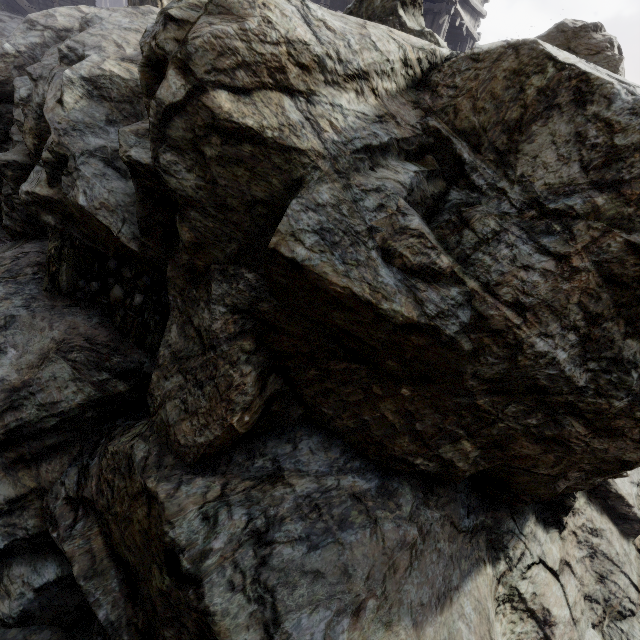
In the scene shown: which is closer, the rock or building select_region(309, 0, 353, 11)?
the rock

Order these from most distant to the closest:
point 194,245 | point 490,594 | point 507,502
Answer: point 507,502, point 490,594, point 194,245

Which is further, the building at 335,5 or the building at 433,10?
the building at 335,5

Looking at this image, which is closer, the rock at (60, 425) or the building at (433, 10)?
the rock at (60, 425)

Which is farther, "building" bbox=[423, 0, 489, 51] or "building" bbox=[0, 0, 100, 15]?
"building" bbox=[0, 0, 100, 15]

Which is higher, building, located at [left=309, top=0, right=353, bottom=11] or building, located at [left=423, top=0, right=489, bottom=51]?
building, located at [left=309, top=0, right=353, bottom=11]

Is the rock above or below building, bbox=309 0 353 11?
below

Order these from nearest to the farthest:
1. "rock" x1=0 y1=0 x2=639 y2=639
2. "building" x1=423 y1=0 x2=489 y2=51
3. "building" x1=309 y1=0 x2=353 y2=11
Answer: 1. "rock" x1=0 y1=0 x2=639 y2=639
2. "building" x1=423 y1=0 x2=489 y2=51
3. "building" x1=309 y1=0 x2=353 y2=11
